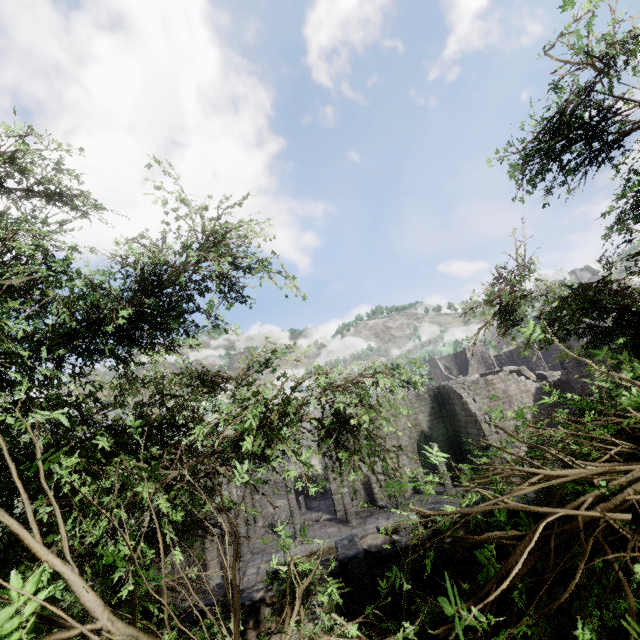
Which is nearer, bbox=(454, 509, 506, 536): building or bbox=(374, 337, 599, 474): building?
bbox=(454, 509, 506, 536): building

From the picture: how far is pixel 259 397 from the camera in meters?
3.5

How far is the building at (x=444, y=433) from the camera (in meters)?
22.78

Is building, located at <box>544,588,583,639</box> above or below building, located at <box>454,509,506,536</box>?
below

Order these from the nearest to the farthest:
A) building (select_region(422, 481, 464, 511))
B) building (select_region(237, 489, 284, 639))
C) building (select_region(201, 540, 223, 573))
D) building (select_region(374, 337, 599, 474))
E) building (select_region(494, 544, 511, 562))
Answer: building (select_region(237, 489, 284, 639))
building (select_region(494, 544, 511, 562))
building (select_region(201, 540, 223, 573))
building (select_region(422, 481, 464, 511))
building (select_region(374, 337, 599, 474))

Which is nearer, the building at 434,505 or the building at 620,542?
the building at 620,542

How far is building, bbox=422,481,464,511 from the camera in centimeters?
1927cm
